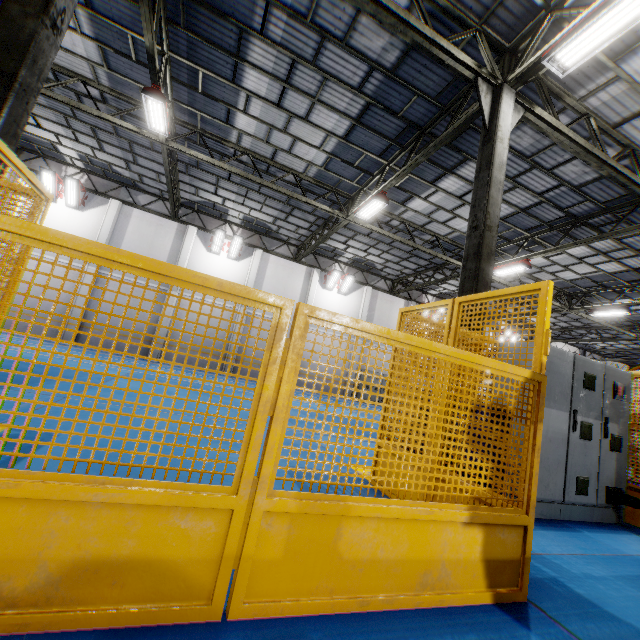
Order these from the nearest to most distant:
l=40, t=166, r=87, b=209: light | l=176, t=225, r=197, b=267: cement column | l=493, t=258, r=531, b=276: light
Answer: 1. l=493, t=258, r=531, b=276: light
2. l=40, t=166, r=87, b=209: light
3. l=176, t=225, r=197, b=267: cement column

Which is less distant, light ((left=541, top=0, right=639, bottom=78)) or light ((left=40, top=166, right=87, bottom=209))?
light ((left=541, top=0, right=639, bottom=78))

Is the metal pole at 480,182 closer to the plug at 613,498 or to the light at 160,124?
the plug at 613,498

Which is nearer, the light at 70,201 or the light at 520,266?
the light at 520,266

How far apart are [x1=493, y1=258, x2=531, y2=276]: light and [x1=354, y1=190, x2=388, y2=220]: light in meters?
7.0

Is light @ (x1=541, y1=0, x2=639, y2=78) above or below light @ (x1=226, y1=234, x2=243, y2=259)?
above

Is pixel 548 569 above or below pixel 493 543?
below

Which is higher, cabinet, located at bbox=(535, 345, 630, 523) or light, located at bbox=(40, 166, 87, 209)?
light, located at bbox=(40, 166, 87, 209)
